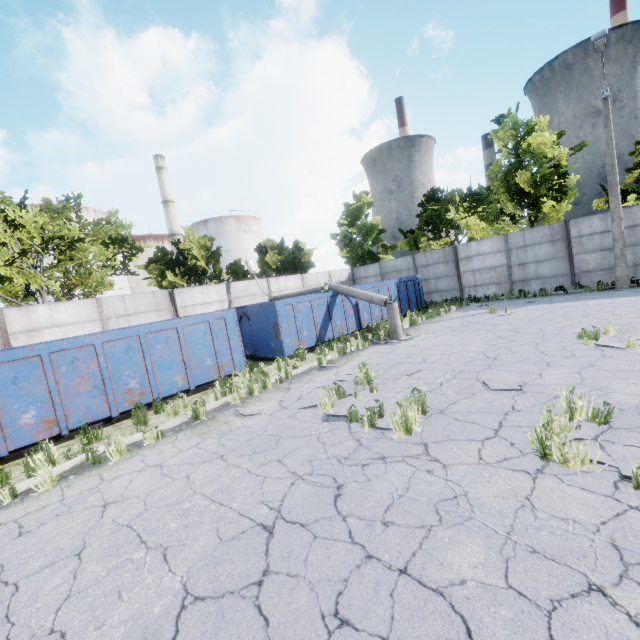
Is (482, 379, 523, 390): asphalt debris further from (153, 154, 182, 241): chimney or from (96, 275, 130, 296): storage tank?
(153, 154, 182, 241): chimney

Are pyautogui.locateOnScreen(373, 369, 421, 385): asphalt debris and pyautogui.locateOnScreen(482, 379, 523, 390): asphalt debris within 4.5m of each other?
yes

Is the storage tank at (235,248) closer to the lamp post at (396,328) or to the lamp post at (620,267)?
the lamp post at (396,328)

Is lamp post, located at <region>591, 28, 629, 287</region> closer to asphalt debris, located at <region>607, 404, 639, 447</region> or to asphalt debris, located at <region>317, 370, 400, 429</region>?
asphalt debris, located at <region>317, 370, 400, 429</region>

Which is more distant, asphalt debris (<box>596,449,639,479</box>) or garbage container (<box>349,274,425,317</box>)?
garbage container (<box>349,274,425,317</box>)

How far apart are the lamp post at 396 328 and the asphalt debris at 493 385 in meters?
5.9 m

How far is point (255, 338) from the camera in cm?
1274

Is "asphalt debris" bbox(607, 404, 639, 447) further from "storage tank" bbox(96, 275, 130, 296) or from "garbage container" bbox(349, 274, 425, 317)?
"storage tank" bbox(96, 275, 130, 296)
